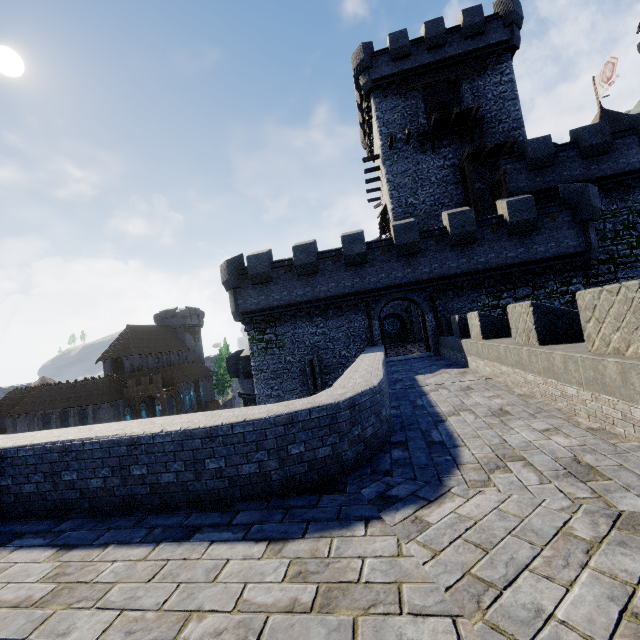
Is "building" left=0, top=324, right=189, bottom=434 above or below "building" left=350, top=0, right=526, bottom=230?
below

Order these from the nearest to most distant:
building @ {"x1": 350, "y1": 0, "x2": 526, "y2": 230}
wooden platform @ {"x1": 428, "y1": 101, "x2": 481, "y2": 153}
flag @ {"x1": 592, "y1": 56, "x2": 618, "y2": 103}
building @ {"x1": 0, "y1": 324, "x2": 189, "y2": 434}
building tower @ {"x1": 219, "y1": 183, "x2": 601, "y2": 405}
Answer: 1. building tower @ {"x1": 219, "y1": 183, "x2": 601, "y2": 405}
2. wooden platform @ {"x1": 428, "y1": 101, "x2": 481, "y2": 153}
3. building @ {"x1": 350, "y1": 0, "x2": 526, "y2": 230}
4. flag @ {"x1": 592, "y1": 56, "x2": 618, "y2": 103}
5. building @ {"x1": 0, "y1": 324, "x2": 189, "y2": 434}

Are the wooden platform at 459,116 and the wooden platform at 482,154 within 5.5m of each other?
yes

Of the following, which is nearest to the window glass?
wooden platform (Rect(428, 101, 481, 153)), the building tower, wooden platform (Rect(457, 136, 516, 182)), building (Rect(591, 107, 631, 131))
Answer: the building tower

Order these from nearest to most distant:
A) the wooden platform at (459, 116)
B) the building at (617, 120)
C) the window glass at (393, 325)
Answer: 1. the wooden platform at (459, 116)
2. the building at (617, 120)
3. the window glass at (393, 325)

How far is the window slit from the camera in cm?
1958

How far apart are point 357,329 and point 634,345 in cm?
1536

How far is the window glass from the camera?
37.56m
